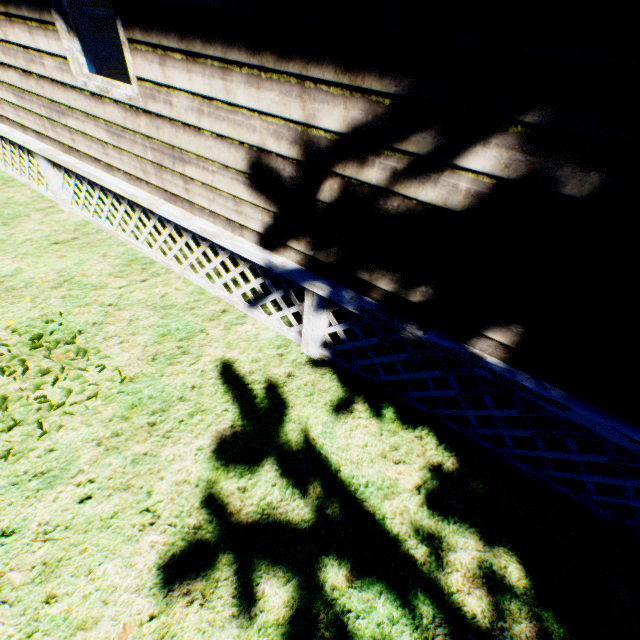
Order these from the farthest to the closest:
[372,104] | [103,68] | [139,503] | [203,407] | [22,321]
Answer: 1. [103,68]
2. [22,321]
3. [203,407]
4. [139,503]
5. [372,104]
